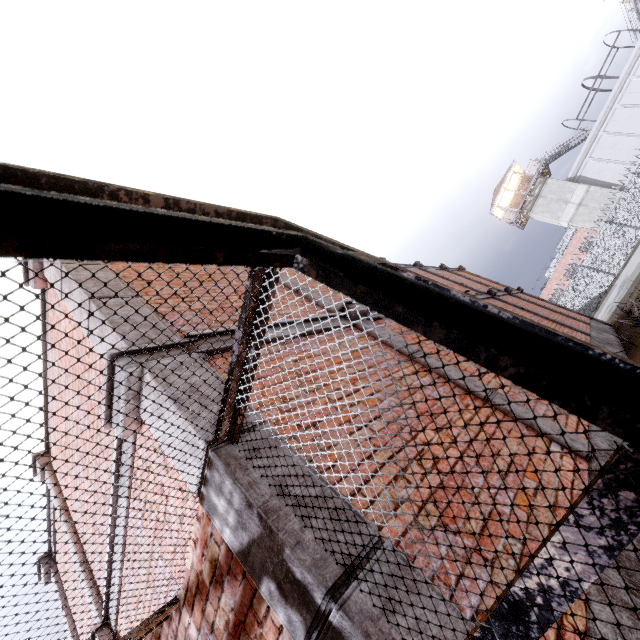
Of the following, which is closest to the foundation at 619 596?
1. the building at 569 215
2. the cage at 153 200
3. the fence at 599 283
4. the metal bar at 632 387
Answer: the cage at 153 200

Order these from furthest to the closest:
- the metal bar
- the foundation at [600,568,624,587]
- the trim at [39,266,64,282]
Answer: the trim at [39,266,64,282] → the foundation at [600,568,624,587] → the metal bar

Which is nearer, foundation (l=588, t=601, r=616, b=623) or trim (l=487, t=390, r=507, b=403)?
foundation (l=588, t=601, r=616, b=623)

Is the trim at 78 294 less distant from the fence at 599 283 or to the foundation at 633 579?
the foundation at 633 579

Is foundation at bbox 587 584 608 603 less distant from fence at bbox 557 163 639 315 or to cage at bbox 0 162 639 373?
cage at bbox 0 162 639 373

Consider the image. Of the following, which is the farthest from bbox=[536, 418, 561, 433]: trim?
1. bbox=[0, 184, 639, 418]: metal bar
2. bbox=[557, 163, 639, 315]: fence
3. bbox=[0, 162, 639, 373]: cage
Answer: bbox=[557, 163, 639, 315]: fence

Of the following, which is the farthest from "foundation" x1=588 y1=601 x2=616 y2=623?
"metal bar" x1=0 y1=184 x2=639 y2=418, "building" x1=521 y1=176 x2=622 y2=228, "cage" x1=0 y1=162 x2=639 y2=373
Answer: "building" x1=521 y1=176 x2=622 y2=228

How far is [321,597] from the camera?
1.40m
